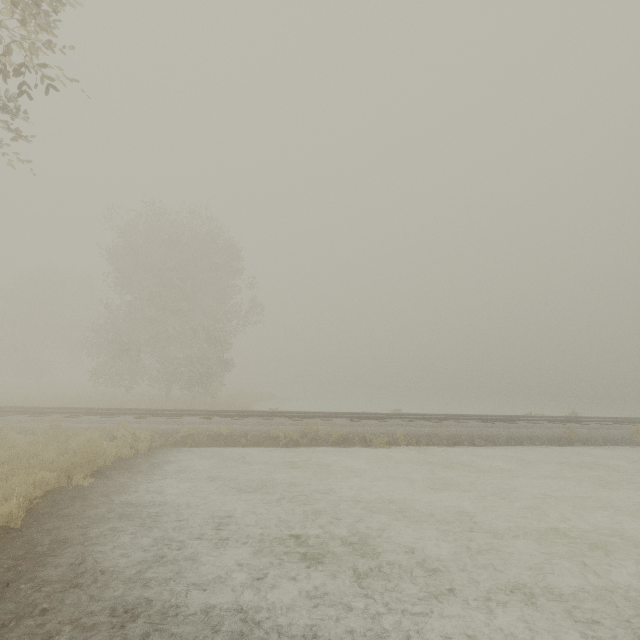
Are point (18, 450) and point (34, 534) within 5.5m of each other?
yes
